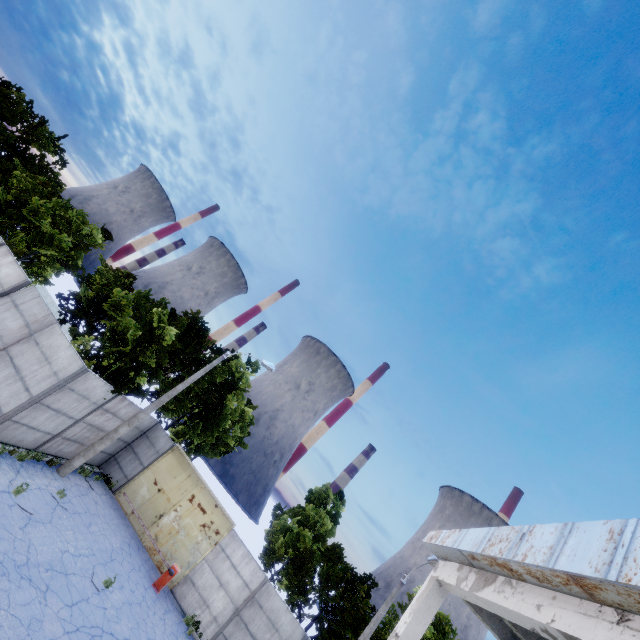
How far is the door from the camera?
16.6m

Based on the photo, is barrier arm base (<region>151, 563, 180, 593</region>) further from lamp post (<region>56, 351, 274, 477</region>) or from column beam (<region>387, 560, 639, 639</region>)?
column beam (<region>387, 560, 639, 639</region>)

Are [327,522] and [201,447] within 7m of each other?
no

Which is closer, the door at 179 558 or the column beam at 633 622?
the column beam at 633 622

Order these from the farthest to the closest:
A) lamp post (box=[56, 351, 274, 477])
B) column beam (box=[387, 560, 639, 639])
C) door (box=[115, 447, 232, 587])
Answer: door (box=[115, 447, 232, 587]) → lamp post (box=[56, 351, 274, 477]) → column beam (box=[387, 560, 639, 639])

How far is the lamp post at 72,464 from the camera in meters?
14.3

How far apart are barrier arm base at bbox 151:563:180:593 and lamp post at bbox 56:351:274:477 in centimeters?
627cm

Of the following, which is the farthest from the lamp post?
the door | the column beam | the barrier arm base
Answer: the column beam
